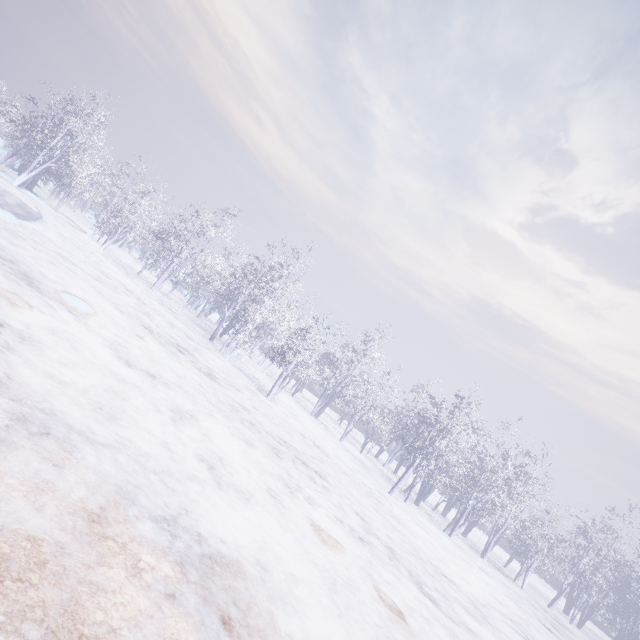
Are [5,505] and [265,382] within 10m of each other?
no
